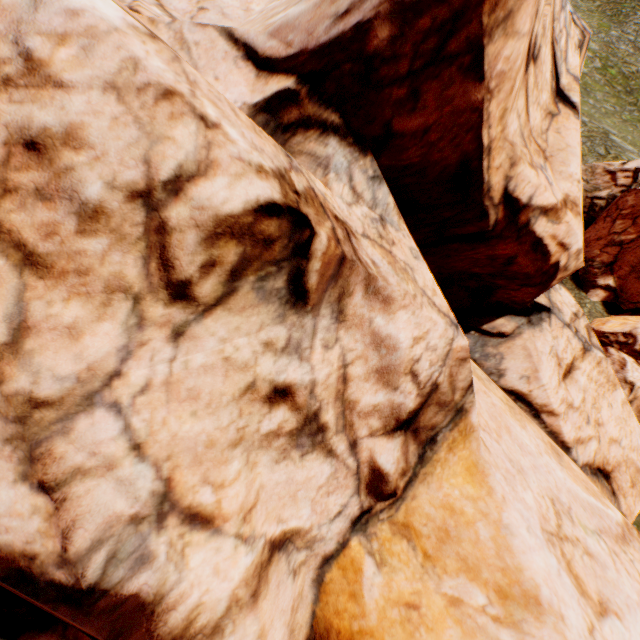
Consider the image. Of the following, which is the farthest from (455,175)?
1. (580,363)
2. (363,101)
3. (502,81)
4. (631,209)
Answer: (631,209)
